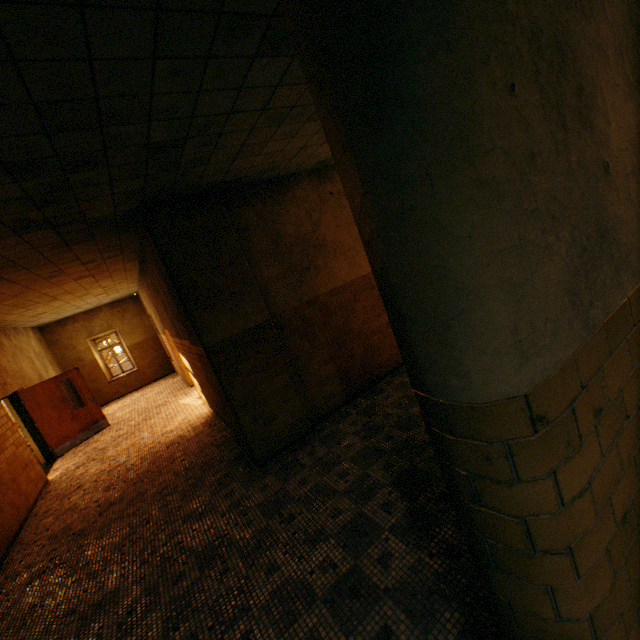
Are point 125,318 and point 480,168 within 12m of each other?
no
